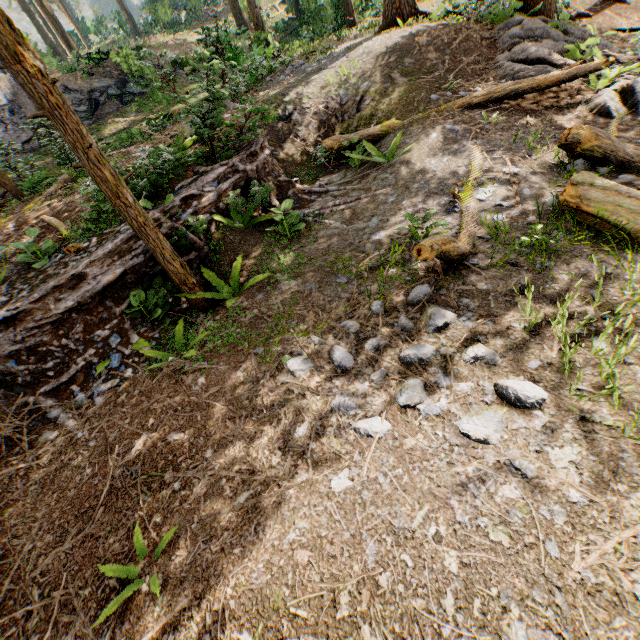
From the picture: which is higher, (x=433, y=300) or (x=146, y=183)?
(x=146, y=183)

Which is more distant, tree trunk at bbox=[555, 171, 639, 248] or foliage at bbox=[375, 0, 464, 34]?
foliage at bbox=[375, 0, 464, 34]

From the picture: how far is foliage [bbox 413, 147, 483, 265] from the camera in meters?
4.0 m

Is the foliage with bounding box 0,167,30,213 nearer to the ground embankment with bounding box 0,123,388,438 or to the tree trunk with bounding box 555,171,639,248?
the ground embankment with bounding box 0,123,388,438

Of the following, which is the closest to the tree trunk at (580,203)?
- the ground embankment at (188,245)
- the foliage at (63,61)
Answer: the ground embankment at (188,245)

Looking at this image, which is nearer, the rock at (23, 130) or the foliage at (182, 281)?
the foliage at (182, 281)

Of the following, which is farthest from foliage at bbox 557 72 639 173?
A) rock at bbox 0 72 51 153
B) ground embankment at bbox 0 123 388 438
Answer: rock at bbox 0 72 51 153

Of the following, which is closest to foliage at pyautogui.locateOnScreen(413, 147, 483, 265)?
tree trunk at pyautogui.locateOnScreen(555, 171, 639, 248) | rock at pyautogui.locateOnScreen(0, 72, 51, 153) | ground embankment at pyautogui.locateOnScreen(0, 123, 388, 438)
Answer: ground embankment at pyautogui.locateOnScreen(0, 123, 388, 438)
